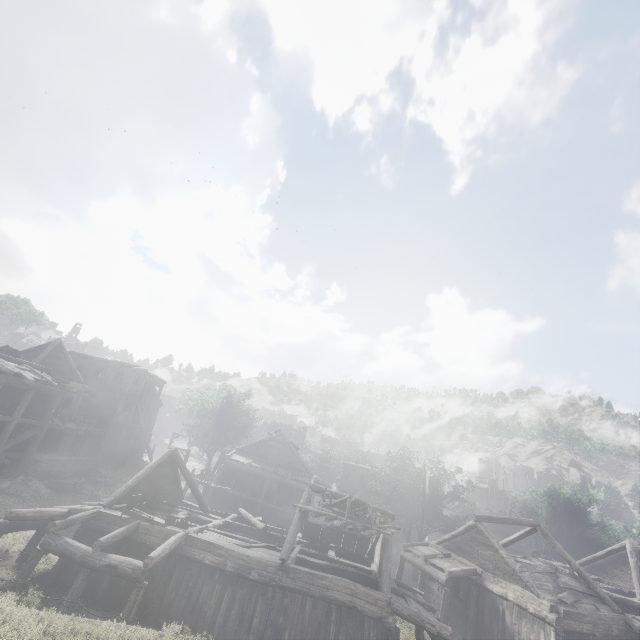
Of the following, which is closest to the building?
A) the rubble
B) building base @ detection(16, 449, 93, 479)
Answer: building base @ detection(16, 449, 93, 479)

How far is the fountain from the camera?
22.45m

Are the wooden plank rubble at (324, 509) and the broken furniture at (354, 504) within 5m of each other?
yes

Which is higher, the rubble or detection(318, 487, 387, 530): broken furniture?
detection(318, 487, 387, 530): broken furniture

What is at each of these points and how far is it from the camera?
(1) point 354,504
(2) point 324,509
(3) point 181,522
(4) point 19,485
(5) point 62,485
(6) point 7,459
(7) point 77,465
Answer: (1) broken furniture, 17.2 meters
(2) wooden plank rubble, 17.5 meters
(3) broken furniture, 15.5 meters
(4) rubble, 20.3 meters
(5) fountain, 22.8 meters
(6) building base, 20.3 meters
(7) building base, 25.4 meters

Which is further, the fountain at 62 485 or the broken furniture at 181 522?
the fountain at 62 485

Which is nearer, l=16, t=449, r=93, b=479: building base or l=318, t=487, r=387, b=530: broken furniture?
l=318, t=487, r=387, b=530: broken furniture

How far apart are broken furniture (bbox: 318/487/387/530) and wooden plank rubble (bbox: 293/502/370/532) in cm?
3
